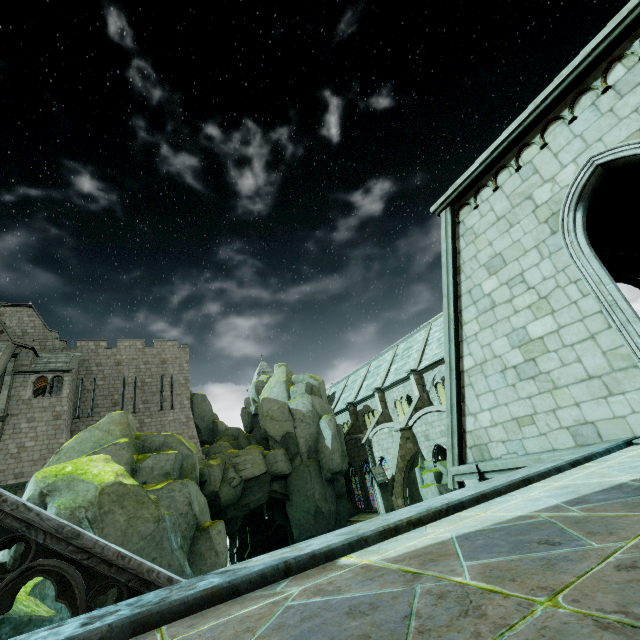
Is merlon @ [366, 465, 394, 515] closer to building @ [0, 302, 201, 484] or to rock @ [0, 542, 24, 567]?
rock @ [0, 542, 24, 567]

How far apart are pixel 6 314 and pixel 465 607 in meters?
45.8 m

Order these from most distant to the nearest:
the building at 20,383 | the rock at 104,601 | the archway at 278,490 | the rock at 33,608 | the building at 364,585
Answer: the archway at 278,490 < the building at 20,383 < the rock at 104,601 < the rock at 33,608 < the building at 364,585

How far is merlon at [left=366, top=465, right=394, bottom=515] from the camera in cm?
2353

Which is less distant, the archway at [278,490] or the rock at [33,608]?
the rock at [33,608]

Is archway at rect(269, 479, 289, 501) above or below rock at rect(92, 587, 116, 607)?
above

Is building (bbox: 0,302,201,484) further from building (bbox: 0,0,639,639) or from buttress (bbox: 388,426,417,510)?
buttress (bbox: 388,426,417,510)

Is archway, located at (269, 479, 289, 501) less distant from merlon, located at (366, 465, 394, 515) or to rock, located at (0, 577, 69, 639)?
rock, located at (0, 577, 69, 639)
